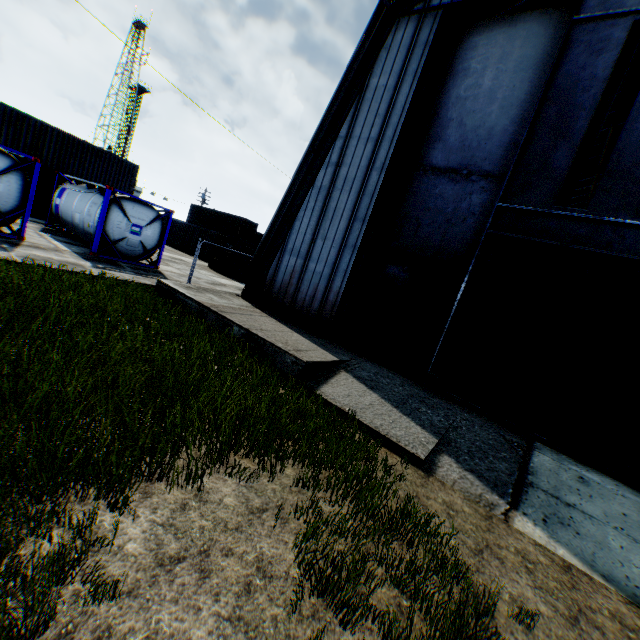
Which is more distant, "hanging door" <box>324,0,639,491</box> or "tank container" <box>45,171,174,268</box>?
"tank container" <box>45,171,174,268</box>

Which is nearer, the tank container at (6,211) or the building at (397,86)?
the building at (397,86)

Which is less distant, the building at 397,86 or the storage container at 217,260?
the building at 397,86

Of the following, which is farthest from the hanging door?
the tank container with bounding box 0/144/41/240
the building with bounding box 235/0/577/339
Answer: the tank container with bounding box 0/144/41/240

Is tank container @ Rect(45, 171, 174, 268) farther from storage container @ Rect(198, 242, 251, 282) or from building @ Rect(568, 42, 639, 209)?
storage container @ Rect(198, 242, 251, 282)

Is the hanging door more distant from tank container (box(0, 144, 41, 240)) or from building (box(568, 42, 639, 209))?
tank container (box(0, 144, 41, 240))

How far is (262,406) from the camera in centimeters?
505cm

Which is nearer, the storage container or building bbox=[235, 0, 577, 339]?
building bbox=[235, 0, 577, 339]
